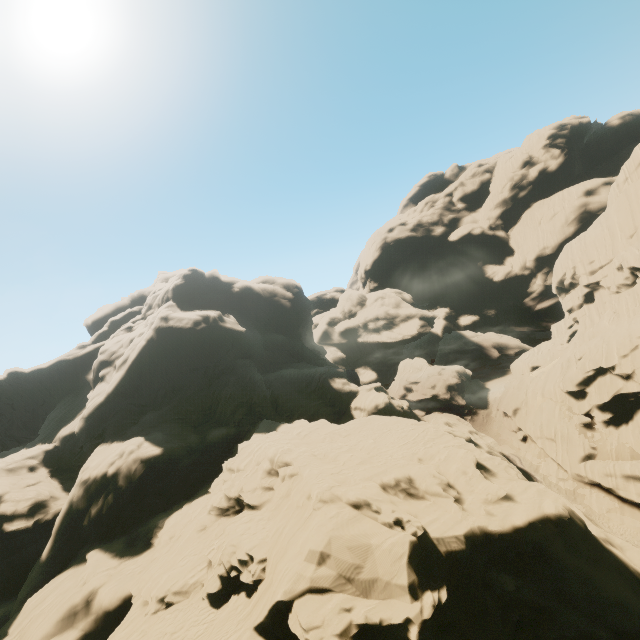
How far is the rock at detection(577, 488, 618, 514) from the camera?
33.34m

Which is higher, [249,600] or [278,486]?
[278,486]

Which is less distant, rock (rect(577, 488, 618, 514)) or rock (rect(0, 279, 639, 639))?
rock (rect(0, 279, 639, 639))

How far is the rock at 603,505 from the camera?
33.3m

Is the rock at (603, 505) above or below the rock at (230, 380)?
below

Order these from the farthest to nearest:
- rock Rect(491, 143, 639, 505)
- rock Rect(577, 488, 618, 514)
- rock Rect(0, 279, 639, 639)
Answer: rock Rect(491, 143, 639, 505)
rock Rect(577, 488, 618, 514)
rock Rect(0, 279, 639, 639)
